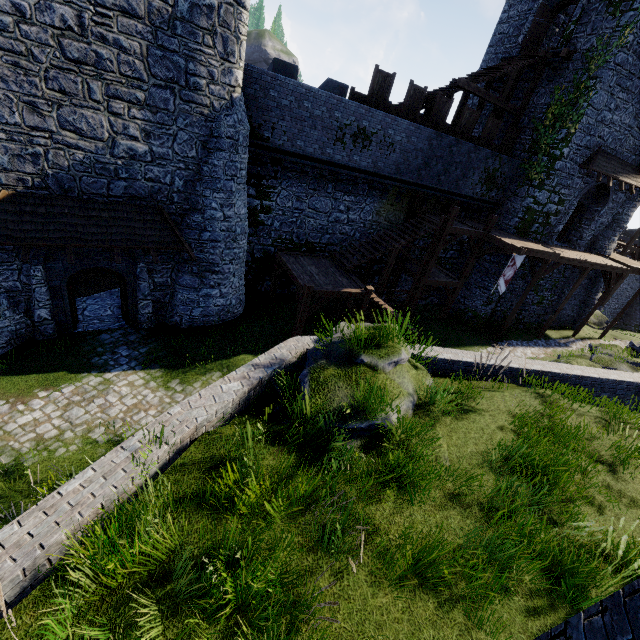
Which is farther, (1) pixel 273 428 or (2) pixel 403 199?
(2) pixel 403 199

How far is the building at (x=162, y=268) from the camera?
12.6m

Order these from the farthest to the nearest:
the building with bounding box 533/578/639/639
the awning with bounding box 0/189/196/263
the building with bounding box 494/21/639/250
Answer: the building with bounding box 494/21/639/250 < the awning with bounding box 0/189/196/263 < the building with bounding box 533/578/639/639

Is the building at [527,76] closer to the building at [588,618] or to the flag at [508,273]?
the flag at [508,273]

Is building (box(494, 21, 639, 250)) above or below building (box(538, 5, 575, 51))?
below

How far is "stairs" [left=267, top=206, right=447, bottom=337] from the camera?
13.8 meters

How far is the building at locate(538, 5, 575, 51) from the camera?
20.0 meters
